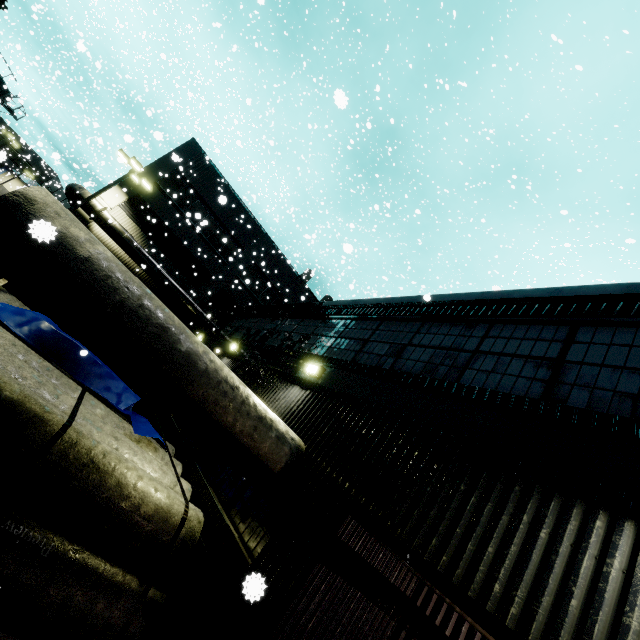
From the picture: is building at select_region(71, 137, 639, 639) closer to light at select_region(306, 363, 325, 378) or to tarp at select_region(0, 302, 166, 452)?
light at select_region(306, 363, 325, 378)

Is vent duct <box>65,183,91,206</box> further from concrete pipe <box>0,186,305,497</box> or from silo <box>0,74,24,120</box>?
concrete pipe <box>0,186,305,497</box>

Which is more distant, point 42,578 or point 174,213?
point 174,213

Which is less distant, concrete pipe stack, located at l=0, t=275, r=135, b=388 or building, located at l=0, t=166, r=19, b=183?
concrete pipe stack, located at l=0, t=275, r=135, b=388

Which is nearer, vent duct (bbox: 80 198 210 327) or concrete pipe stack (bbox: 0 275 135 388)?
concrete pipe stack (bbox: 0 275 135 388)

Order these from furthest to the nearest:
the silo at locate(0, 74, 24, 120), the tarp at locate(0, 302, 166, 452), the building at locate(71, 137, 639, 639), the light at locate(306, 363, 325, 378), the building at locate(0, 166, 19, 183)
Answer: the building at locate(0, 166, 19, 183) → the silo at locate(0, 74, 24, 120) → the light at locate(306, 363, 325, 378) → the tarp at locate(0, 302, 166, 452) → the building at locate(71, 137, 639, 639)

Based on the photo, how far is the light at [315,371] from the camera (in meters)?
7.24

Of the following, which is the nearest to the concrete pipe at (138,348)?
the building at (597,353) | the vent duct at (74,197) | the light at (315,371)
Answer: the building at (597,353)
